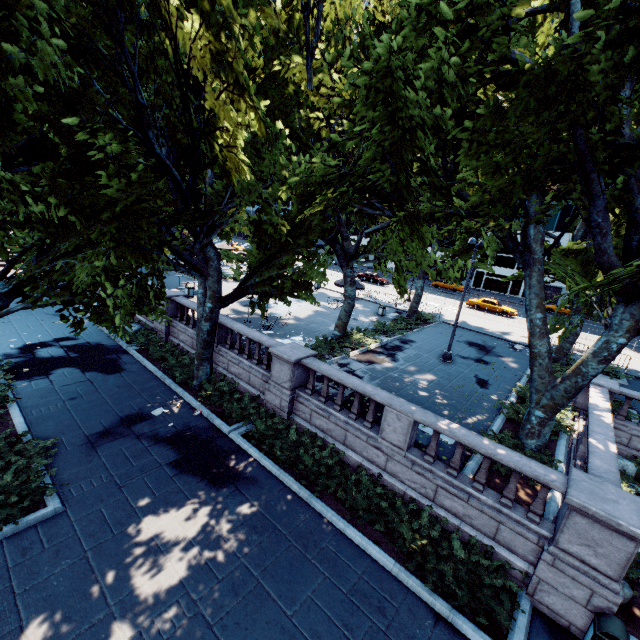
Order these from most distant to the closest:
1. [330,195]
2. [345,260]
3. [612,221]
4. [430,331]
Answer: [430,331], [345,260], [612,221], [330,195]

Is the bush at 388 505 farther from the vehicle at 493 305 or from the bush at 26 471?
the vehicle at 493 305

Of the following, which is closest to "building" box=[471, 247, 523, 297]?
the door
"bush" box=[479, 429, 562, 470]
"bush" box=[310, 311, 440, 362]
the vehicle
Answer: the door

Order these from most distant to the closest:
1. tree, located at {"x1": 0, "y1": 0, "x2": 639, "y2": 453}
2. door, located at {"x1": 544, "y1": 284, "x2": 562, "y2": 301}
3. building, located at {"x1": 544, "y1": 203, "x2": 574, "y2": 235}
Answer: door, located at {"x1": 544, "y1": 284, "x2": 562, "y2": 301} < building, located at {"x1": 544, "y1": 203, "x2": 574, "y2": 235} < tree, located at {"x1": 0, "y1": 0, "x2": 639, "y2": 453}

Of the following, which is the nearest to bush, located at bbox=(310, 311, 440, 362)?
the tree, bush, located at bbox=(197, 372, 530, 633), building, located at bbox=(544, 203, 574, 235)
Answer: the tree

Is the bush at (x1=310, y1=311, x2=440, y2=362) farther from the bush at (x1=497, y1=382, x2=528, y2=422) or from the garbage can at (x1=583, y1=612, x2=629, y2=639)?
the garbage can at (x1=583, y1=612, x2=629, y2=639)

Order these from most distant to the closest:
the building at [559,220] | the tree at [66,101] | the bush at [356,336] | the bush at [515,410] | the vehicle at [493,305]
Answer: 1. the building at [559,220]
2. the vehicle at [493,305]
3. the bush at [356,336]
4. the bush at [515,410]
5. the tree at [66,101]

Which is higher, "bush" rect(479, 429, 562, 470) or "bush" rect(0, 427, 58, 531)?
"bush" rect(479, 429, 562, 470)
